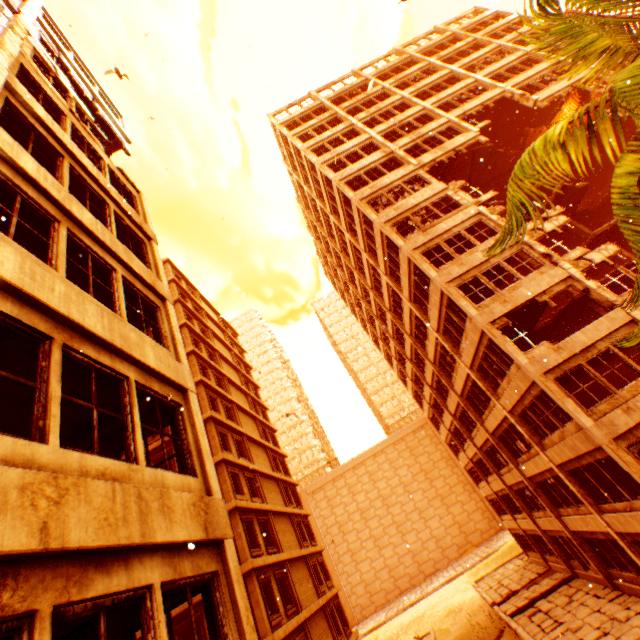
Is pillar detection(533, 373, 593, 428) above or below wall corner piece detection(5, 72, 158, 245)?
below

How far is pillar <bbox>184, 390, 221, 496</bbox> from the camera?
5.86m

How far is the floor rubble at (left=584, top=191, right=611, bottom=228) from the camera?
25.5 meters

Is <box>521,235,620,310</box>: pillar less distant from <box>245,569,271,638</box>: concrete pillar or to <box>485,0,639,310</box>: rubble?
<box>485,0,639,310</box>: rubble

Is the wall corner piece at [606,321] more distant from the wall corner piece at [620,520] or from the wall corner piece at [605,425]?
the wall corner piece at [620,520]

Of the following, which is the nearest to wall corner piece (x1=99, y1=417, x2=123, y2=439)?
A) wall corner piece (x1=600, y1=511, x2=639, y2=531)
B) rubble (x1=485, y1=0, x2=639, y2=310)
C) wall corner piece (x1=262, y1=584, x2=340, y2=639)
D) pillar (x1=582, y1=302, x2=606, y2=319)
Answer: rubble (x1=485, y1=0, x2=639, y2=310)

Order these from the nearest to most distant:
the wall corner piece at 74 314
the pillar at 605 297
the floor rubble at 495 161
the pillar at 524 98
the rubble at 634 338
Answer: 1. the rubble at 634 338
2. the wall corner piece at 74 314
3. the pillar at 605 297
4. the pillar at 524 98
5. the floor rubble at 495 161

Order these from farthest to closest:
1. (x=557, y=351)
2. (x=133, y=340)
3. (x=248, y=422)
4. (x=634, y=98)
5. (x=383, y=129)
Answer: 1. (x=248, y=422)
2. (x=383, y=129)
3. (x=557, y=351)
4. (x=133, y=340)
5. (x=634, y=98)
